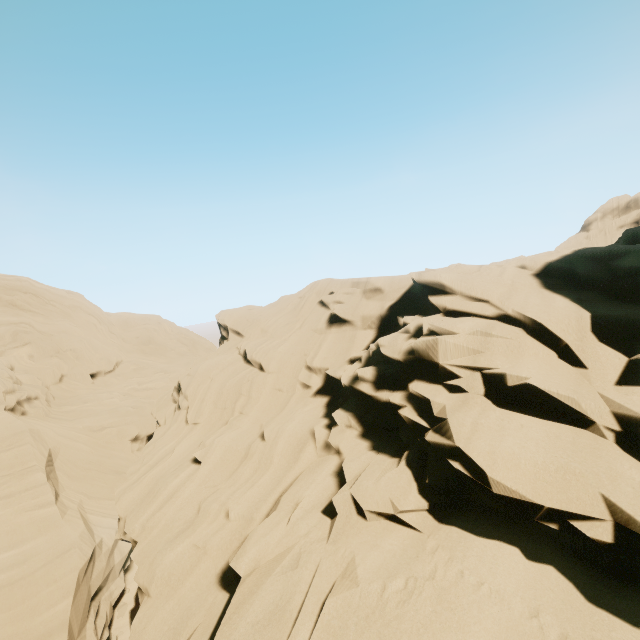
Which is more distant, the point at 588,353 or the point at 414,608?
the point at 588,353
